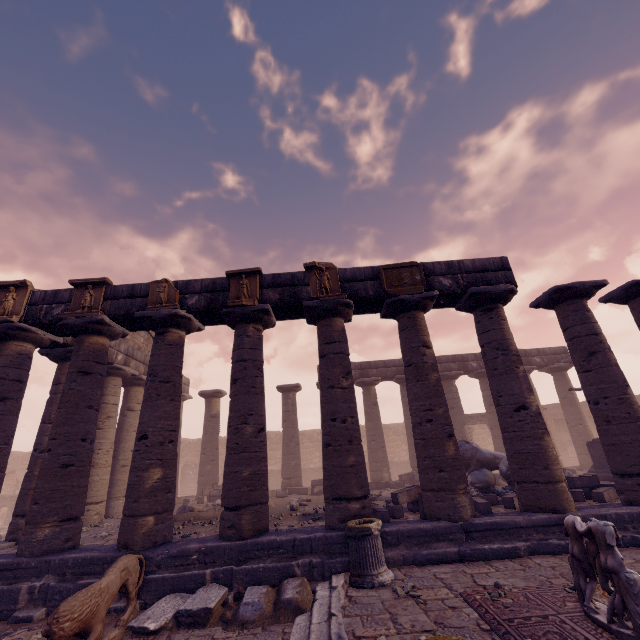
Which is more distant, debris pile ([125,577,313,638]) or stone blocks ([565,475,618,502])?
stone blocks ([565,475,618,502])

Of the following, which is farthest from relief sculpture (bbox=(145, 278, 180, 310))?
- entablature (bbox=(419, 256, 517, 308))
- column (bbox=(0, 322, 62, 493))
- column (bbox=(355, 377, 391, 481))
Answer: column (bbox=(355, 377, 391, 481))

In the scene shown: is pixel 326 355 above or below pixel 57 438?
above

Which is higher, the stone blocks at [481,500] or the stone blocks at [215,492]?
the stone blocks at [215,492]

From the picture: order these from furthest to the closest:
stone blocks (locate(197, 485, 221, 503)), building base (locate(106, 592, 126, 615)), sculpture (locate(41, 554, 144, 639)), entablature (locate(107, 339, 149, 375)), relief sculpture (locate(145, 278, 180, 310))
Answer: stone blocks (locate(197, 485, 221, 503)), entablature (locate(107, 339, 149, 375)), relief sculpture (locate(145, 278, 180, 310)), building base (locate(106, 592, 126, 615)), sculpture (locate(41, 554, 144, 639))

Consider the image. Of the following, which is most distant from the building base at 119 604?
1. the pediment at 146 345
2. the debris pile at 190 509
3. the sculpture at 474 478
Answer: the pediment at 146 345

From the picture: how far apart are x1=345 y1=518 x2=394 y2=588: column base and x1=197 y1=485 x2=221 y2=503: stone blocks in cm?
1000

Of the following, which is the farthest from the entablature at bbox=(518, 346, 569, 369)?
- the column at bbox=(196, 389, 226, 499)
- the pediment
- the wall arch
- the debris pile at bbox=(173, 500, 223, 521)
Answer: the wall arch
